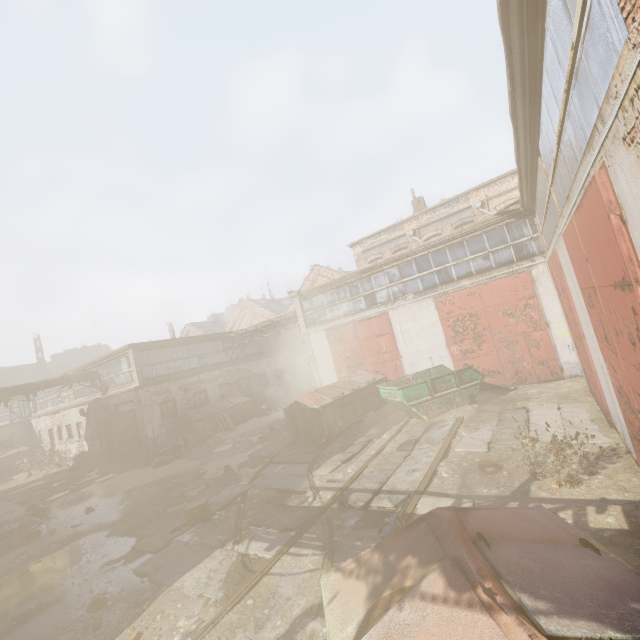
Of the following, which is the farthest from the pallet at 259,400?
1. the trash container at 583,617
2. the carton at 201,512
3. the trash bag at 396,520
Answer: the trash container at 583,617

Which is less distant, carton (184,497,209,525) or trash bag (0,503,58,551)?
carton (184,497,209,525)

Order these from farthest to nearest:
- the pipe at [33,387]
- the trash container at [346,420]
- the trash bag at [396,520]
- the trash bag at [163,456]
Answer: the pipe at [33,387] < the trash bag at [163,456] < the trash container at [346,420] < the trash bag at [396,520]

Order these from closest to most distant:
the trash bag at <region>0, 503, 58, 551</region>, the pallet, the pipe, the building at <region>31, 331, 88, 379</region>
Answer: the trash bag at <region>0, 503, 58, 551</region> → the pipe → the pallet → the building at <region>31, 331, 88, 379</region>

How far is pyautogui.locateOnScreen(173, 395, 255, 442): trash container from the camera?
17.7m

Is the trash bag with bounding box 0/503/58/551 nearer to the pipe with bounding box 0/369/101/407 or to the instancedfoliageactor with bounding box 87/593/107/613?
the instancedfoliageactor with bounding box 87/593/107/613

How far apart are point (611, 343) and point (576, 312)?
3.9m

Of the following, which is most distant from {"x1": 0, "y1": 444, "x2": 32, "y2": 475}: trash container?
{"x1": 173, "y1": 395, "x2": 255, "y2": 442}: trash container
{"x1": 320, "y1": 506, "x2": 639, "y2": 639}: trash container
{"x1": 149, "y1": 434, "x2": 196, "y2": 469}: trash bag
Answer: {"x1": 320, "y1": 506, "x2": 639, "y2": 639}: trash container
